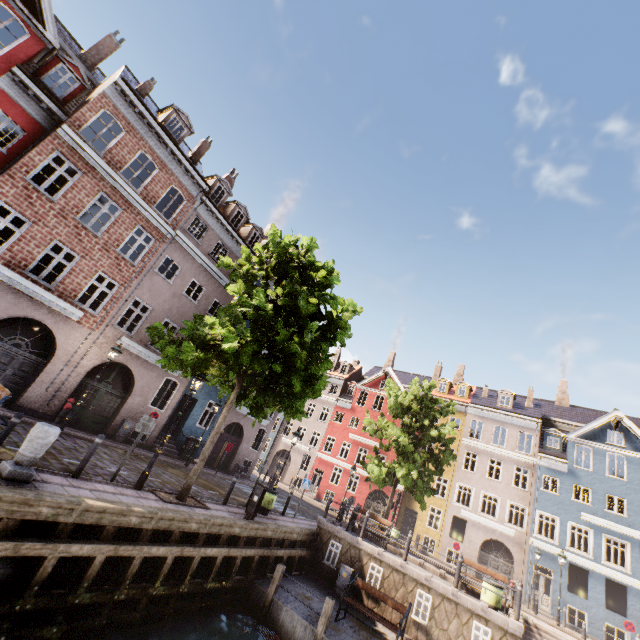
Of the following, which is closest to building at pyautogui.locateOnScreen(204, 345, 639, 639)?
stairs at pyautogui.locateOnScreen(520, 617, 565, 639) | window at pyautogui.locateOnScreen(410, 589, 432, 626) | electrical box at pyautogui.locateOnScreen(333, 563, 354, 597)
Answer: electrical box at pyautogui.locateOnScreen(333, 563, 354, 597)

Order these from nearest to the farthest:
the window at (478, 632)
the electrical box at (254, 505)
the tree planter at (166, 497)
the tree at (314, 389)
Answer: the tree planter at (166, 497)
the tree at (314, 389)
the window at (478, 632)
the electrical box at (254, 505)

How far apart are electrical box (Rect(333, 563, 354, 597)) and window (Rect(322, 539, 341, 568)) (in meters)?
0.37

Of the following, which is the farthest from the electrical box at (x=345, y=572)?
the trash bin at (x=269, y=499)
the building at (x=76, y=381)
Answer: the building at (x=76, y=381)

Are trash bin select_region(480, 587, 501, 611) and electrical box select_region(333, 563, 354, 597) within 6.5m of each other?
yes

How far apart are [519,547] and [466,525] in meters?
3.8

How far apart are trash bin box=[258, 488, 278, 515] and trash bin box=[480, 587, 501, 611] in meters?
8.8 m

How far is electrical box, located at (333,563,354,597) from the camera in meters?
13.2
